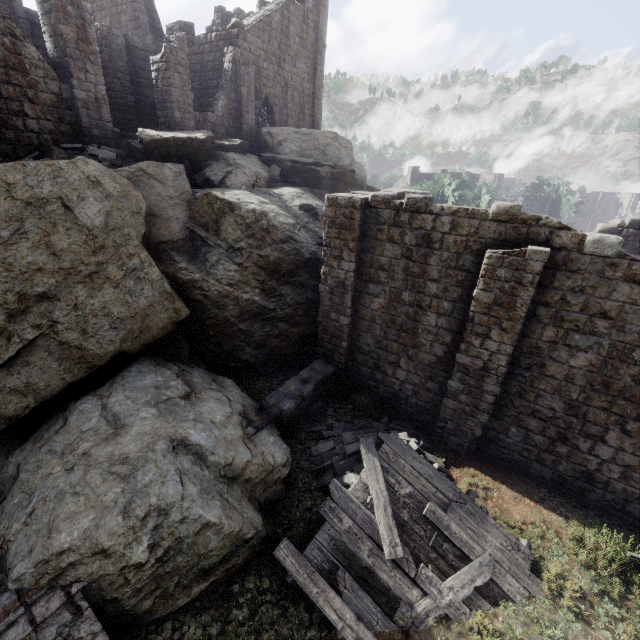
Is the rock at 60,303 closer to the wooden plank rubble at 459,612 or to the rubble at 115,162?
the rubble at 115,162

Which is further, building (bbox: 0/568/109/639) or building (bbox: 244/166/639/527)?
building (bbox: 244/166/639/527)

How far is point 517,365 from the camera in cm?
906

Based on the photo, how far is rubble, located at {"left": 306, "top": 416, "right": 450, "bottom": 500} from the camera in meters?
8.8

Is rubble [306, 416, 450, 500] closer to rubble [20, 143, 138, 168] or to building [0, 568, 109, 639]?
building [0, 568, 109, 639]

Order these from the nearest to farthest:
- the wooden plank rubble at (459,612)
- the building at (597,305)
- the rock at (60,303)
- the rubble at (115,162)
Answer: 1. the wooden plank rubble at (459,612)
2. the building at (597,305)
3. the rock at (60,303)
4. the rubble at (115,162)

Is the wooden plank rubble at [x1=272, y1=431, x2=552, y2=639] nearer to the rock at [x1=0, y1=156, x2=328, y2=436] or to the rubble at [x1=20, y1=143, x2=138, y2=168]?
the rock at [x1=0, y1=156, x2=328, y2=436]

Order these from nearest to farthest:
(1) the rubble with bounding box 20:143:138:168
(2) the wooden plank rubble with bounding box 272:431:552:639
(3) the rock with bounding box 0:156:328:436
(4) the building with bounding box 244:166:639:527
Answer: (2) the wooden plank rubble with bounding box 272:431:552:639 < (4) the building with bounding box 244:166:639:527 < (3) the rock with bounding box 0:156:328:436 < (1) the rubble with bounding box 20:143:138:168
